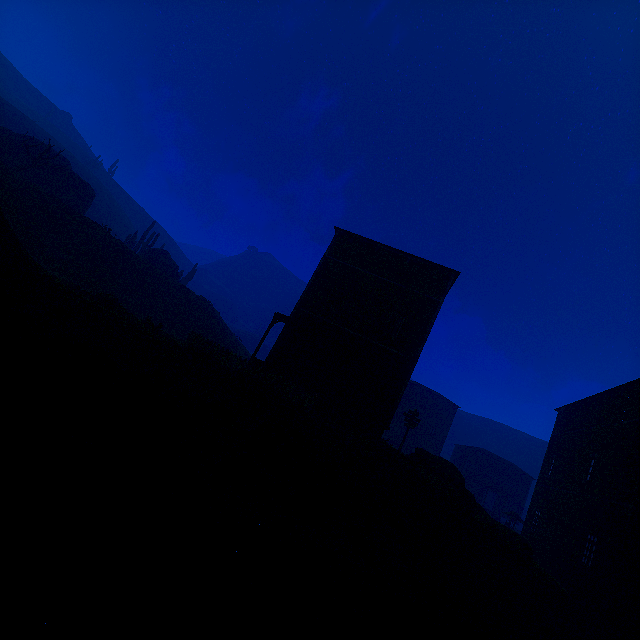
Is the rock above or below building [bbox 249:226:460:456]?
below

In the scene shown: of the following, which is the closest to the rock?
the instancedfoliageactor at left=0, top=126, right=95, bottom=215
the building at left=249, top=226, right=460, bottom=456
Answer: the building at left=249, top=226, right=460, bottom=456

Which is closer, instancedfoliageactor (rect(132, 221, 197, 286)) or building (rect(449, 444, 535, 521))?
instancedfoliageactor (rect(132, 221, 197, 286))

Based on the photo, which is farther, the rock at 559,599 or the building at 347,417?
the building at 347,417

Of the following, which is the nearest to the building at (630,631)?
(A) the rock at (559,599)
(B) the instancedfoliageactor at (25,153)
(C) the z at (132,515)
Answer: (C) the z at (132,515)

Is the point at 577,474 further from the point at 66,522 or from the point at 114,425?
the point at 66,522

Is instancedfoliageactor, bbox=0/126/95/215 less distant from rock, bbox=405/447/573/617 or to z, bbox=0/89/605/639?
z, bbox=0/89/605/639

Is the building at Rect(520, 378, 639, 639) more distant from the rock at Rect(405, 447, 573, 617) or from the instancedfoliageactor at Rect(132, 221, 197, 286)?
the instancedfoliageactor at Rect(132, 221, 197, 286)
